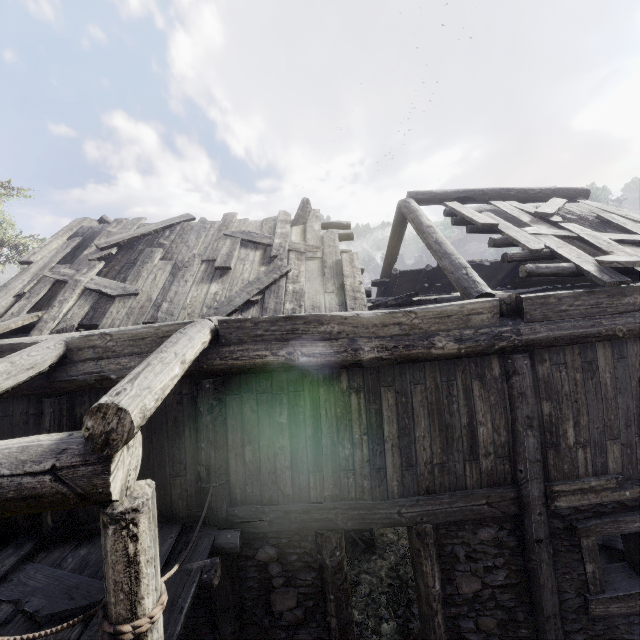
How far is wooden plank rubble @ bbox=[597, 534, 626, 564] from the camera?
7.1m

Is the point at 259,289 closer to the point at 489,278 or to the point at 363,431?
the point at 363,431

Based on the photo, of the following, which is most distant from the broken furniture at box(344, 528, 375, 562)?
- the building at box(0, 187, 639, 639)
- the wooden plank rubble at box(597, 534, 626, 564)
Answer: the building at box(0, 187, 639, 639)

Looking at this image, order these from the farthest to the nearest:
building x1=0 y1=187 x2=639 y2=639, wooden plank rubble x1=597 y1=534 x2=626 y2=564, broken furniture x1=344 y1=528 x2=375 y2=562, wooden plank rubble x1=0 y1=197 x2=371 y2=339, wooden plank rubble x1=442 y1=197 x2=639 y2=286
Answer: broken furniture x1=344 y1=528 x2=375 y2=562
wooden plank rubble x1=597 y1=534 x2=626 y2=564
wooden plank rubble x1=0 y1=197 x2=371 y2=339
wooden plank rubble x1=442 y1=197 x2=639 y2=286
building x1=0 y1=187 x2=639 y2=639

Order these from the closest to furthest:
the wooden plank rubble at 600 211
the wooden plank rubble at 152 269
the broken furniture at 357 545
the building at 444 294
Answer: the building at 444 294 < the wooden plank rubble at 600 211 < the wooden plank rubble at 152 269 < the broken furniture at 357 545

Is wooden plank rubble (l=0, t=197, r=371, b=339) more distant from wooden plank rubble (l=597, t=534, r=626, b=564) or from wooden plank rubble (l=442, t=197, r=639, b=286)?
wooden plank rubble (l=597, t=534, r=626, b=564)

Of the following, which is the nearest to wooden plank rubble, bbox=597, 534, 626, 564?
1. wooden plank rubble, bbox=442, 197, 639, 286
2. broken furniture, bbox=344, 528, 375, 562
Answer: broken furniture, bbox=344, 528, 375, 562

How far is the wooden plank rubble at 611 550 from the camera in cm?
714
